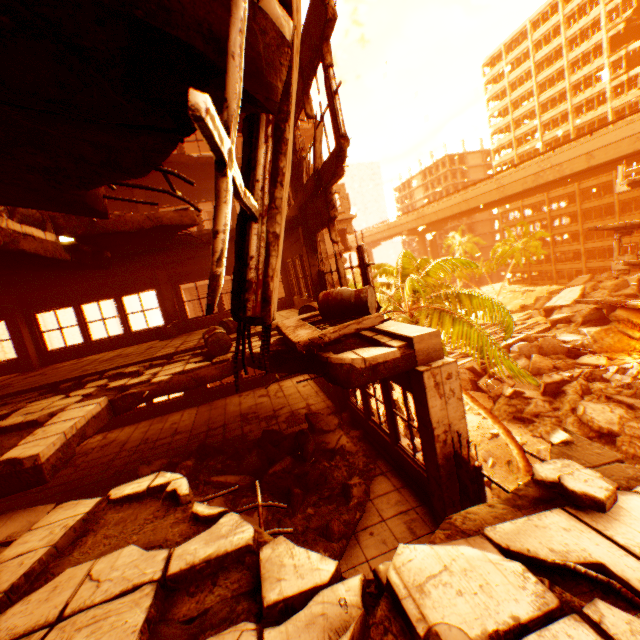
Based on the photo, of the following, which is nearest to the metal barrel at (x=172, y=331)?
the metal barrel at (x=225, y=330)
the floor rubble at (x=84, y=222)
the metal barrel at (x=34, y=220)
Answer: the floor rubble at (x=84, y=222)

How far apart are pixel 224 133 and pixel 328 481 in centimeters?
651cm

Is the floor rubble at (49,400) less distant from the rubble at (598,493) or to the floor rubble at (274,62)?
the rubble at (598,493)

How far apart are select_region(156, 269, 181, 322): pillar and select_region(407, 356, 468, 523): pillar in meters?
10.4 m

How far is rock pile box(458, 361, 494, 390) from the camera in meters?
24.2

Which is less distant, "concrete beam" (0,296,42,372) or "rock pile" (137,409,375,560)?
"rock pile" (137,409,375,560)

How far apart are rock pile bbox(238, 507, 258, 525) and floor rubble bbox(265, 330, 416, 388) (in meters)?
0.91

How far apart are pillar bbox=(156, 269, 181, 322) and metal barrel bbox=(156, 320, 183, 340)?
0.2 meters
